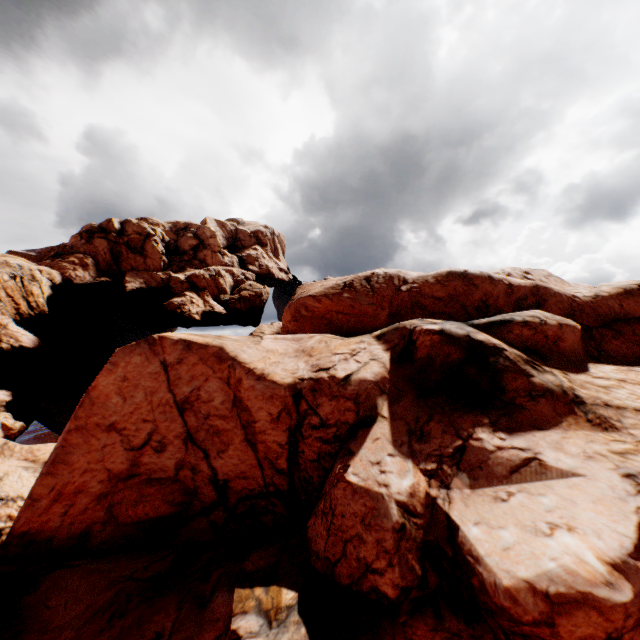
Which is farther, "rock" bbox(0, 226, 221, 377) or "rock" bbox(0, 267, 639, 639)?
"rock" bbox(0, 226, 221, 377)

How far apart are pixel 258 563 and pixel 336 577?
3.43m

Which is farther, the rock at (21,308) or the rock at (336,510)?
the rock at (21,308)
